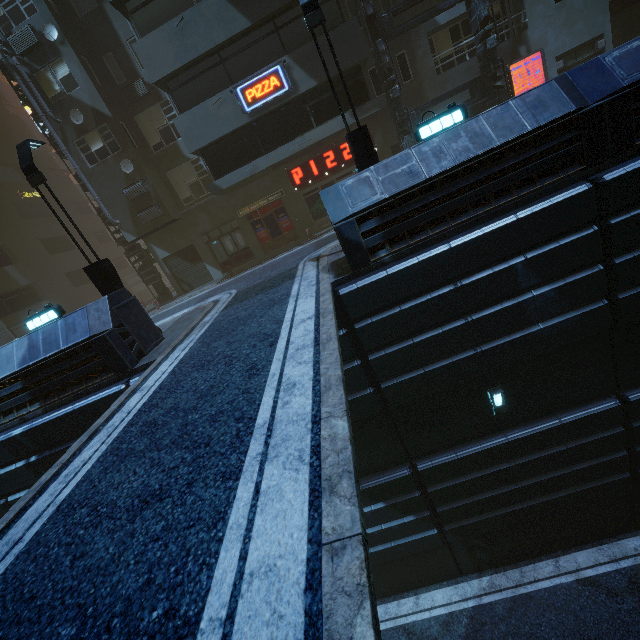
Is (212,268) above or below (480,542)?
above

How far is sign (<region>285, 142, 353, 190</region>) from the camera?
17.4 meters

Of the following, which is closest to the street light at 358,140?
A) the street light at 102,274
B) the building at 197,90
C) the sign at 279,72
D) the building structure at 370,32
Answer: the building at 197,90

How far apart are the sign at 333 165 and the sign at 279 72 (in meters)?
3.66

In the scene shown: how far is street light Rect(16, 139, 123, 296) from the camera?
9.3 meters

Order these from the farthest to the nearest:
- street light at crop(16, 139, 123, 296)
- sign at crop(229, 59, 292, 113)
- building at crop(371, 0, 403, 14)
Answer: building at crop(371, 0, 403, 14) → sign at crop(229, 59, 292, 113) → street light at crop(16, 139, 123, 296)

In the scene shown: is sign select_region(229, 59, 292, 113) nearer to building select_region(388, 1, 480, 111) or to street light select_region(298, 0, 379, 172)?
building select_region(388, 1, 480, 111)

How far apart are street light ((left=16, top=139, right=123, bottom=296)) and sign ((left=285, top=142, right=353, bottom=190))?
10.5 meters
